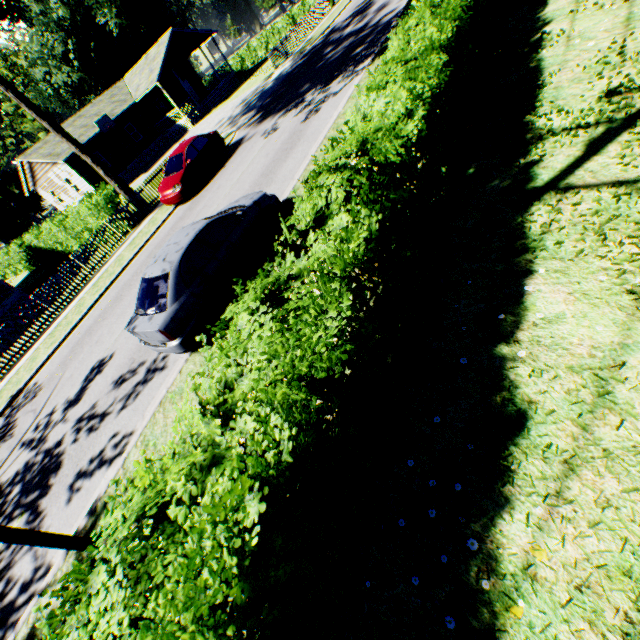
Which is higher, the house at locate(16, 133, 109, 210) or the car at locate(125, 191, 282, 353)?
the house at locate(16, 133, 109, 210)

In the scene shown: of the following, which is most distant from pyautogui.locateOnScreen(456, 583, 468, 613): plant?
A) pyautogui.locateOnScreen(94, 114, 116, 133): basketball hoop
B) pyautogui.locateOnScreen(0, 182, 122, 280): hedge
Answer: pyautogui.locateOnScreen(94, 114, 116, 133): basketball hoop

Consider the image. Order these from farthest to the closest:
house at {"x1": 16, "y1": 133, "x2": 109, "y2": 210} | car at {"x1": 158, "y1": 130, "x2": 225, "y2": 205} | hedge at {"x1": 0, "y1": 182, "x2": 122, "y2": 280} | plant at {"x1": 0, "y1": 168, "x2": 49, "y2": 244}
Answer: plant at {"x1": 0, "y1": 168, "x2": 49, "y2": 244}
house at {"x1": 16, "y1": 133, "x2": 109, "y2": 210}
hedge at {"x1": 0, "y1": 182, "x2": 122, "y2": 280}
car at {"x1": 158, "y1": 130, "x2": 225, "y2": 205}

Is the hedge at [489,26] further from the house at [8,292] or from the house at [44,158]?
the house at [44,158]

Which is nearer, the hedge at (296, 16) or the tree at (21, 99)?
the tree at (21, 99)

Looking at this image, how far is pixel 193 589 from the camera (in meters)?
1.83

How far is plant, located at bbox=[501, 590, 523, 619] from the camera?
2.47m
